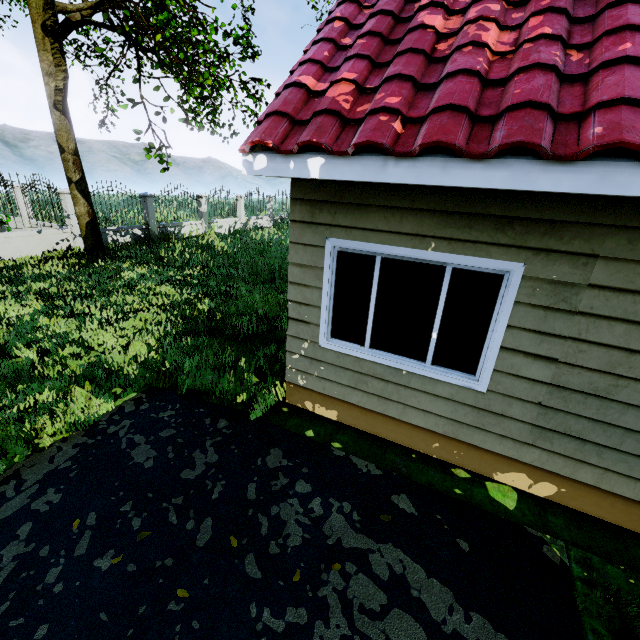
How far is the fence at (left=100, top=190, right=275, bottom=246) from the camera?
13.7 meters

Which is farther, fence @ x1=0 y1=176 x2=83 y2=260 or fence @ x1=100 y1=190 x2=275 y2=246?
fence @ x1=100 y1=190 x2=275 y2=246

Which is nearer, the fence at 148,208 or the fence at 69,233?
the fence at 69,233

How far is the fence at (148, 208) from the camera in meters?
13.7 m

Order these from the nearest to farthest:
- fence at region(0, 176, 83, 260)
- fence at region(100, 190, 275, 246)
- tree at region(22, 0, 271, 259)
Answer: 1. tree at region(22, 0, 271, 259)
2. fence at region(0, 176, 83, 260)
3. fence at region(100, 190, 275, 246)

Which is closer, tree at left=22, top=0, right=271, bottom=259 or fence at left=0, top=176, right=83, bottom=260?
tree at left=22, top=0, right=271, bottom=259

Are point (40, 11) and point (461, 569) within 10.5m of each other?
no
